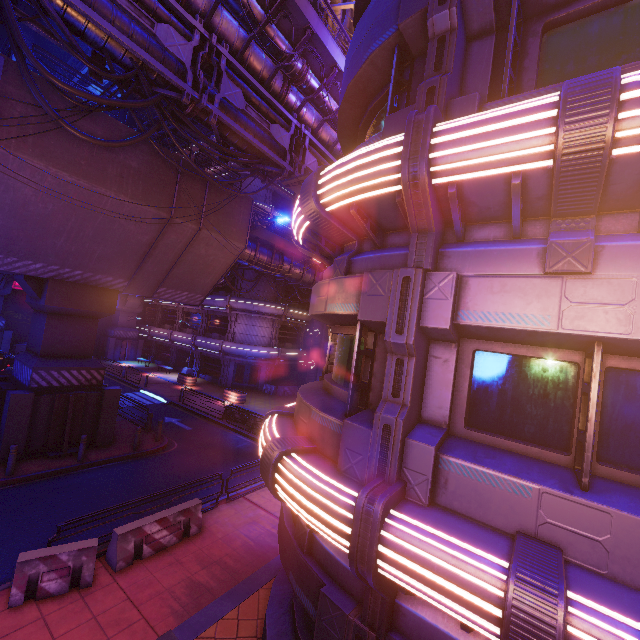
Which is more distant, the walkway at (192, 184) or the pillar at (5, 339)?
the pillar at (5, 339)

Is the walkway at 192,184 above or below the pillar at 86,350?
above

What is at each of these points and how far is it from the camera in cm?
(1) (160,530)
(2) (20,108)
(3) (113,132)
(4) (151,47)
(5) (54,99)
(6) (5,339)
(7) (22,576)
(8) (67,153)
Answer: (1) fence, 910
(2) walkway, 990
(3) walkway, 1196
(4) pipe, 1002
(5) walkway, 1052
(6) pillar, 3145
(7) fence, 695
(8) walkway, 1092

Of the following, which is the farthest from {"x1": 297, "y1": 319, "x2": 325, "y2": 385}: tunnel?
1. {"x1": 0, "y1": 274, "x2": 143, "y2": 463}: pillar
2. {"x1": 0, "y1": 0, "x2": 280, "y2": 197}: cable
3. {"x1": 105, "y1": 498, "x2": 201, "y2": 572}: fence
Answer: {"x1": 105, "y1": 498, "x2": 201, "y2": 572}: fence

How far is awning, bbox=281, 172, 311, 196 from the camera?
12.48m

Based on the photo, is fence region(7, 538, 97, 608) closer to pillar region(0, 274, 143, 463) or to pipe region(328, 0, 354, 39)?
pillar region(0, 274, 143, 463)

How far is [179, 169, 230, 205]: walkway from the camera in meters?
14.5

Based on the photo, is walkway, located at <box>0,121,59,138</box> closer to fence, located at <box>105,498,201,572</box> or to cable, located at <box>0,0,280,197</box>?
cable, located at <box>0,0,280,197</box>
